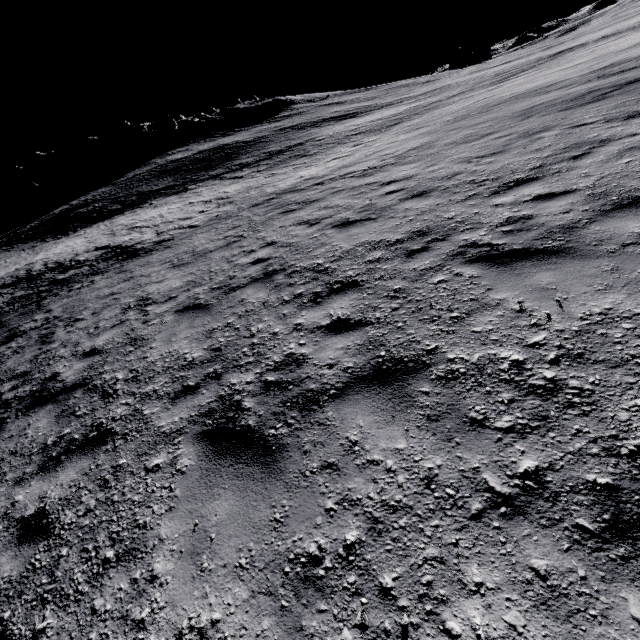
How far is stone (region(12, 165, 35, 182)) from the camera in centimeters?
5862cm

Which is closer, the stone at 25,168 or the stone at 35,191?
the stone at 35,191

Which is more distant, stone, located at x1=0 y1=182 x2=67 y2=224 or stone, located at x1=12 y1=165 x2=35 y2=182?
stone, located at x1=12 y1=165 x2=35 y2=182

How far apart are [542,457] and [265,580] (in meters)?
2.11

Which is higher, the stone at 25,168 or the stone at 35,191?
the stone at 25,168

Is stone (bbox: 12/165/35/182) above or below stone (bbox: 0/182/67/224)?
above
